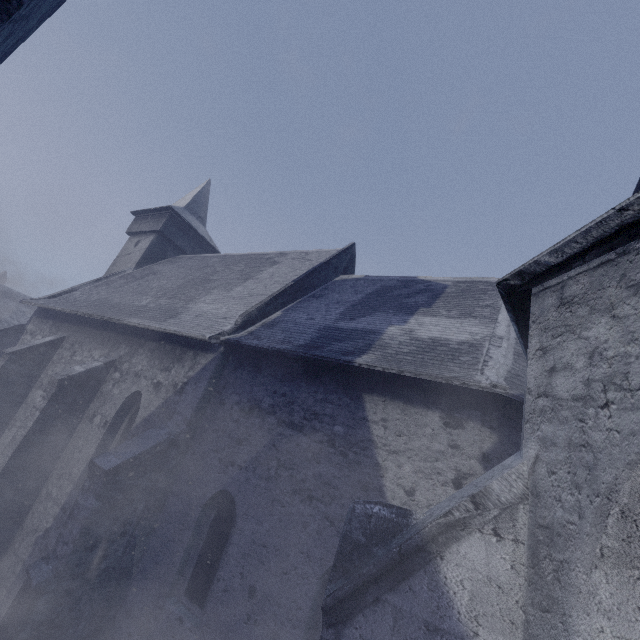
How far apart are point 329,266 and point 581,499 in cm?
1088
